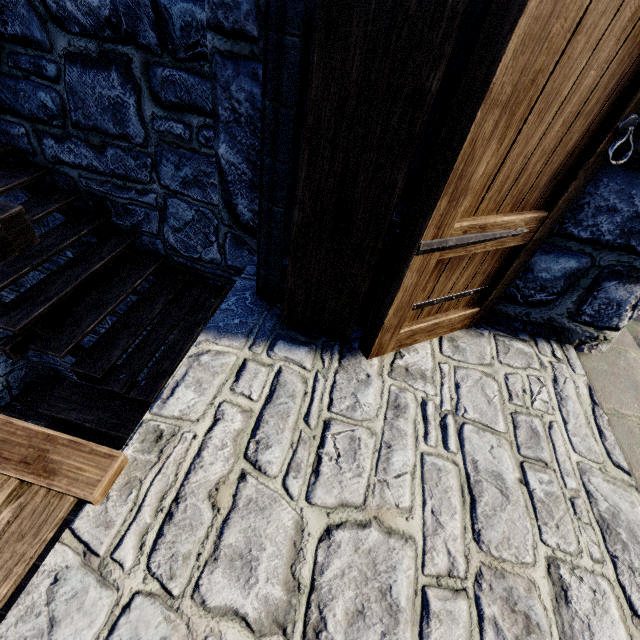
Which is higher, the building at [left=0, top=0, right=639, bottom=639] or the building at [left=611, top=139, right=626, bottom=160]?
the building at [left=611, top=139, right=626, bottom=160]

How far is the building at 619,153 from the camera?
1.21m

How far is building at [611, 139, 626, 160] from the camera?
1.21m

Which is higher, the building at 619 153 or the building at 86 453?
the building at 619 153

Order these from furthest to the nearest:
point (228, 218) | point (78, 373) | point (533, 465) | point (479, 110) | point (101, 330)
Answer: point (101, 330) → point (78, 373) → point (228, 218) → point (533, 465) → point (479, 110)
